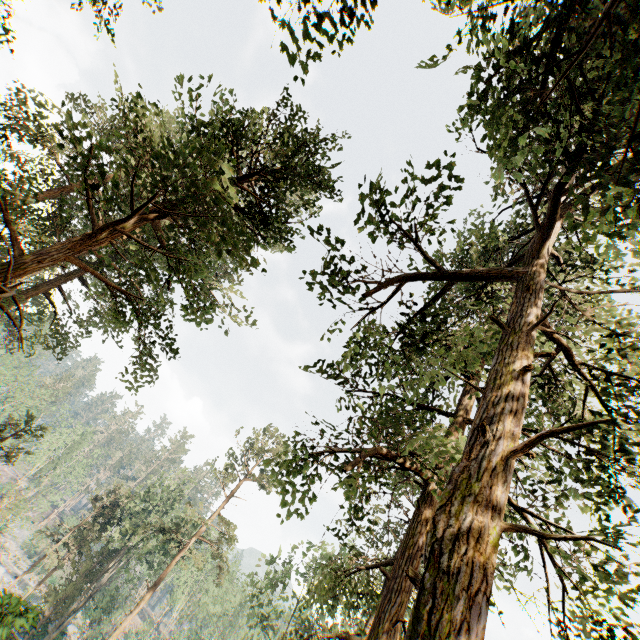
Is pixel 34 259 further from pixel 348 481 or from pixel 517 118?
pixel 517 118

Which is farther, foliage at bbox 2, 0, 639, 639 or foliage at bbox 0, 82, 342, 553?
foliage at bbox 0, 82, 342, 553

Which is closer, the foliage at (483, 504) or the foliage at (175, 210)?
the foliage at (483, 504)
